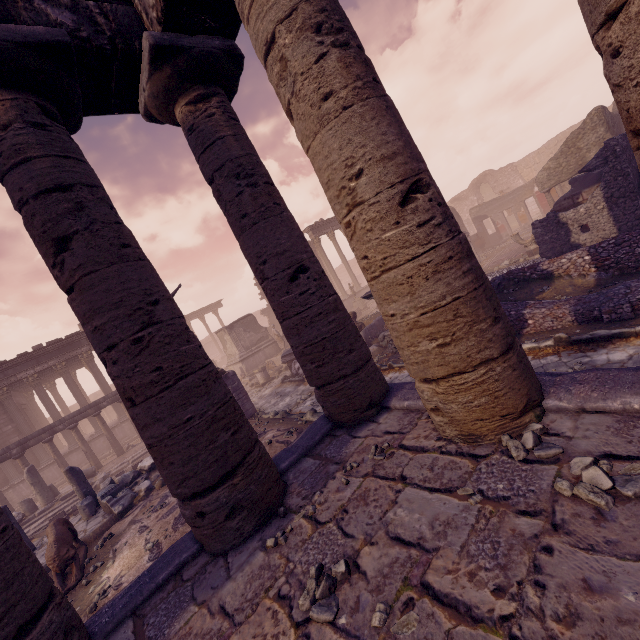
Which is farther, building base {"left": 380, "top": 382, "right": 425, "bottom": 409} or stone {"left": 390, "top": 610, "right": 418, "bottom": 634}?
building base {"left": 380, "top": 382, "right": 425, "bottom": 409}

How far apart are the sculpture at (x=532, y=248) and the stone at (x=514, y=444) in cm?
1275

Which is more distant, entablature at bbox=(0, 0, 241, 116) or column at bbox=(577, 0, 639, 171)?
entablature at bbox=(0, 0, 241, 116)

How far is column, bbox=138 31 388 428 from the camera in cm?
415

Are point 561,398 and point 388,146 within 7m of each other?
yes

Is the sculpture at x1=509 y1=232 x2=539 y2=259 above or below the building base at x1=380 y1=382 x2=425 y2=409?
below

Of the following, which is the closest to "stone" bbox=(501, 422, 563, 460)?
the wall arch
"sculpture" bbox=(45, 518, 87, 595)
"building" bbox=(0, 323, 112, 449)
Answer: "sculpture" bbox=(45, 518, 87, 595)

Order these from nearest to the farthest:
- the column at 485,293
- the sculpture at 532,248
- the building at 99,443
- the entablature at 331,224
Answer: the column at 485,293
the sculpture at 532,248
the building at 99,443
the entablature at 331,224
